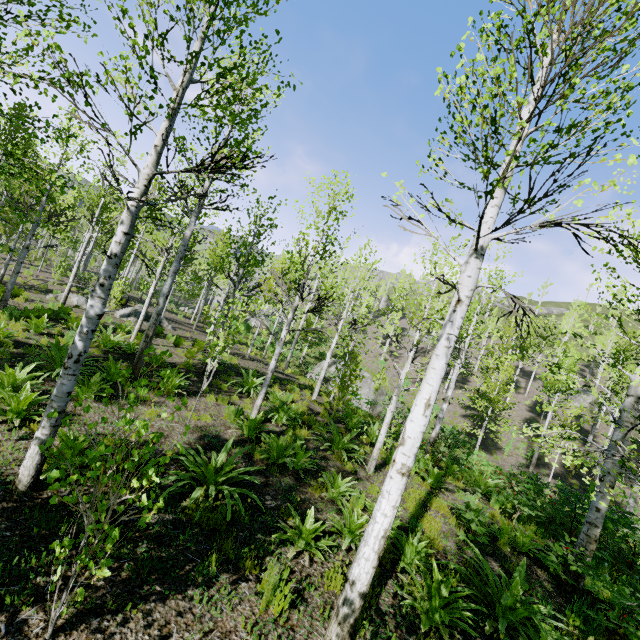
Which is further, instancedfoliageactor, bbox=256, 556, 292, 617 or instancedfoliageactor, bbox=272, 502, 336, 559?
instancedfoliageactor, bbox=272, 502, 336, 559

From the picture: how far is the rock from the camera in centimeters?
2430cm

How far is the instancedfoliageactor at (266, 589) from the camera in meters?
3.6

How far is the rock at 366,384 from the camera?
24.3m

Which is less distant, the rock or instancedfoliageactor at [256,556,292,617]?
instancedfoliageactor at [256,556,292,617]

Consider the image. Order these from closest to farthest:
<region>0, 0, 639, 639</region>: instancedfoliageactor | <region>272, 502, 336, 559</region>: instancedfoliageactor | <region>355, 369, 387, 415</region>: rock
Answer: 1. <region>0, 0, 639, 639</region>: instancedfoliageactor
2. <region>272, 502, 336, 559</region>: instancedfoliageactor
3. <region>355, 369, 387, 415</region>: rock

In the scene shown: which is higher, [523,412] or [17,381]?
[523,412]
